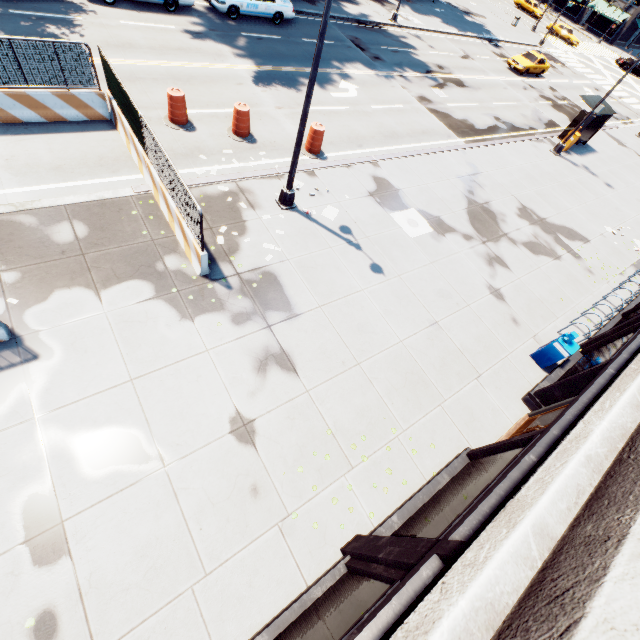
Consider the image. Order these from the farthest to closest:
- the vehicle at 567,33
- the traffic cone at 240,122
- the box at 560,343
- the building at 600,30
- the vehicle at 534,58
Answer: the building at 600,30 → the vehicle at 567,33 → the vehicle at 534,58 → the traffic cone at 240,122 → the box at 560,343

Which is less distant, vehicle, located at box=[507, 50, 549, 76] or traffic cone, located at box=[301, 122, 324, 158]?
traffic cone, located at box=[301, 122, 324, 158]

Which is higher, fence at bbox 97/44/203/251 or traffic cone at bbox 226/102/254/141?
fence at bbox 97/44/203/251

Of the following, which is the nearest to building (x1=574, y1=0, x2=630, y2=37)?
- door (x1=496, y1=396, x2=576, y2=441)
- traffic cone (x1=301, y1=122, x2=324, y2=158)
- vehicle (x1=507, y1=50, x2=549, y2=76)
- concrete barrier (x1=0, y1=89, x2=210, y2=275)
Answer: vehicle (x1=507, y1=50, x2=549, y2=76)

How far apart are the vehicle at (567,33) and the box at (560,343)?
59.8m

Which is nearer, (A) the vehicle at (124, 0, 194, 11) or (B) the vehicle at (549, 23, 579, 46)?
(A) the vehicle at (124, 0, 194, 11)

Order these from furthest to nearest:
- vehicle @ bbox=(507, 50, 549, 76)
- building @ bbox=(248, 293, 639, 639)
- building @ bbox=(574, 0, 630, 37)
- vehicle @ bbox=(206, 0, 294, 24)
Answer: building @ bbox=(574, 0, 630, 37), vehicle @ bbox=(507, 50, 549, 76), vehicle @ bbox=(206, 0, 294, 24), building @ bbox=(248, 293, 639, 639)

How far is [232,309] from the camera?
8.5 meters
